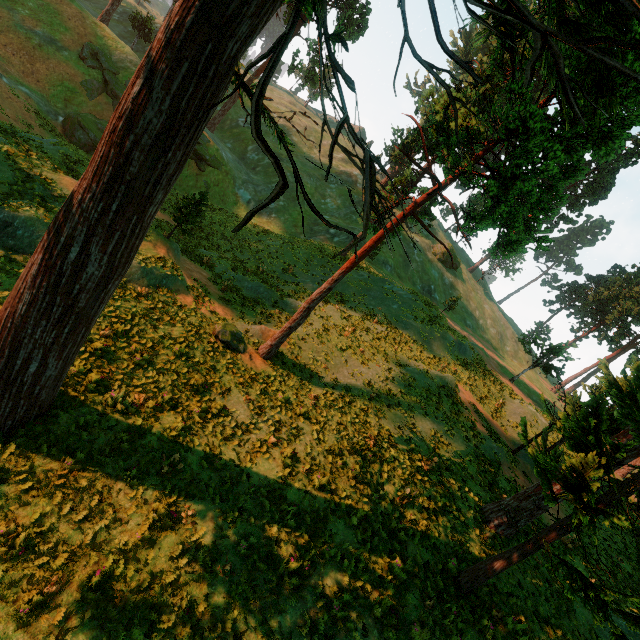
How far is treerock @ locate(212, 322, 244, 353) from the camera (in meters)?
15.39

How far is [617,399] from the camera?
8.70m

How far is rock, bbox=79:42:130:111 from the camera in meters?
30.9 m

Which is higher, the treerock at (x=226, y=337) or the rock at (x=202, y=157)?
the rock at (x=202, y=157)

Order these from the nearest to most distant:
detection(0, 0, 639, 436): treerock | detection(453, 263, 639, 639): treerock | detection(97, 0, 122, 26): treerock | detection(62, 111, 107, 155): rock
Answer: detection(0, 0, 639, 436): treerock
detection(453, 263, 639, 639): treerock
detection(62, 111, 107, 155): rock
detection(97, 0, 122, 26): treerock

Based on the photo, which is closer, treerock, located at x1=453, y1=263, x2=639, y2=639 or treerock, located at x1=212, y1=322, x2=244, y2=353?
treerock, located at x1=453, y1=263, x2=639, y2=639
